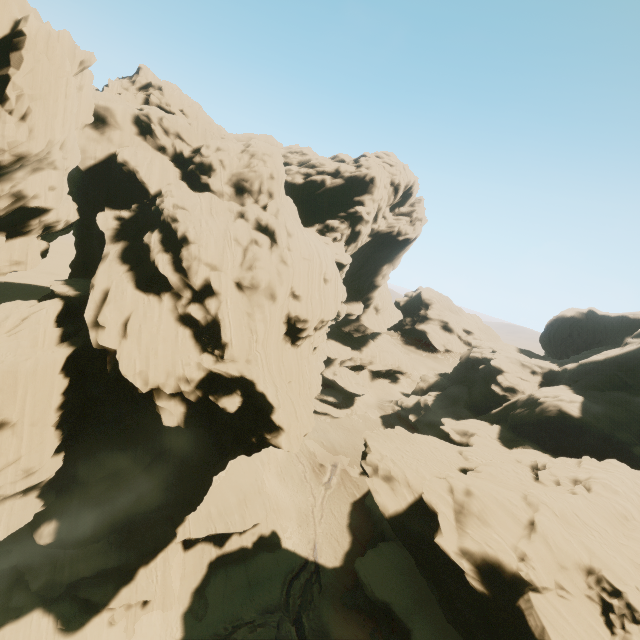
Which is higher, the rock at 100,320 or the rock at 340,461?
the rock at 100,320

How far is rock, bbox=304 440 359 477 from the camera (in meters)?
51.12

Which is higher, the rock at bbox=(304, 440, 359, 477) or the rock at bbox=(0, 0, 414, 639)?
the rock at bbox=(0, 0, 414, 639)

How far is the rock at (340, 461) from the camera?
51.1 meters

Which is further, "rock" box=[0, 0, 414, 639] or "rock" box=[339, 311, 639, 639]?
"rock" box=[0, 0, 414, 639]

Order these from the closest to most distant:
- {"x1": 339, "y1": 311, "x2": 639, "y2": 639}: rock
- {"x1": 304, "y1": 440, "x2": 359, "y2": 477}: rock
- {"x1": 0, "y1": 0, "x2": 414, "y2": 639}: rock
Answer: {"x1": 339, "y1": 311, "x2": 639, "y2": 639}: rock
{"x1": 0, "y1": 0, "x2": 414, "y2": 639}: rock
{"x1": 304, "y1": 440, "x2": 359, "y2": 477}: rock

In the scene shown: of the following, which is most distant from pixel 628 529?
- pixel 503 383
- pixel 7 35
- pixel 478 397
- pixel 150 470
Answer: pixel 7 35
